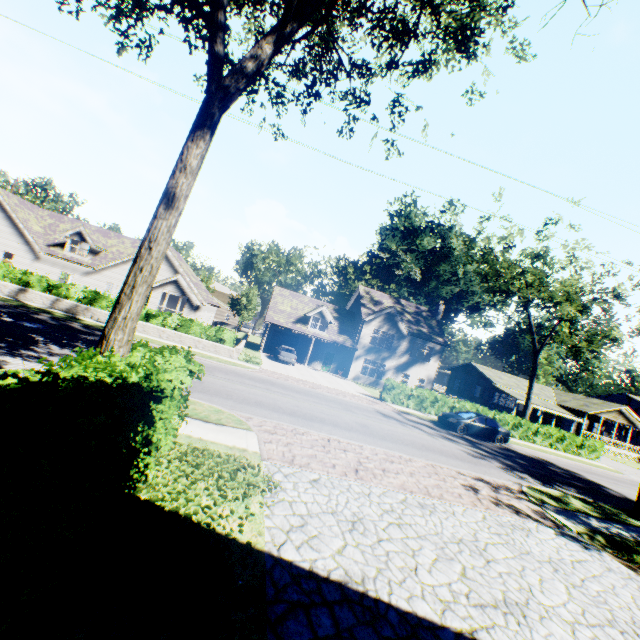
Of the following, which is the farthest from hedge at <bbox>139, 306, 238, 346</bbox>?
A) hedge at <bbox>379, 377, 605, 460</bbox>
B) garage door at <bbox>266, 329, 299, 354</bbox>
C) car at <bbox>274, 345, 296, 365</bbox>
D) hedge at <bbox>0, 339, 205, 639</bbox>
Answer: hedge at <bbox>0, 339, 205, 639</bbox>

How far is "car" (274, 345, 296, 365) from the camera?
30.2 meters

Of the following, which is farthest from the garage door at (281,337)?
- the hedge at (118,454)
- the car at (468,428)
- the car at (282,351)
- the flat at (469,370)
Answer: the hedge at (118,454)

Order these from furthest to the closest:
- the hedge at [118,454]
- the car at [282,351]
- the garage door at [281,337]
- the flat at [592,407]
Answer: the flat at [592,407] → the garage door at [281,337] → the car at [282,351] → the hedge at [118,454]

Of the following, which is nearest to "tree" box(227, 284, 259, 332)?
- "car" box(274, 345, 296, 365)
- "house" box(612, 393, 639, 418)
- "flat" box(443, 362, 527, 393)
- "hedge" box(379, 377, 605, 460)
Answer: "hedge" box(379, 377, 605, 460)

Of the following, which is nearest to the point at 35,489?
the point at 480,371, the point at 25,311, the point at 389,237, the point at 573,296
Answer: the point at 25,311

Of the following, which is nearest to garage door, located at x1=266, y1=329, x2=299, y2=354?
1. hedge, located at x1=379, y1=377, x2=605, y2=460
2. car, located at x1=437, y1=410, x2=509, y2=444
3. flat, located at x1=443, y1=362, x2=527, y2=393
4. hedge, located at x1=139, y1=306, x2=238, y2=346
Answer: hedge, located at x1=139, y1=306, x2=238, y2=346

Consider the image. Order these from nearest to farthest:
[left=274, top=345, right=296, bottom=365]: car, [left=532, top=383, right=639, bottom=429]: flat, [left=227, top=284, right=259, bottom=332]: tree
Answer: [left=274, top=345, right=296, bottom=365]: car, [left=532, top=383, right=639, bottom=429]: flat, [left=227, top=284, right=259, bottom=332]: tree
